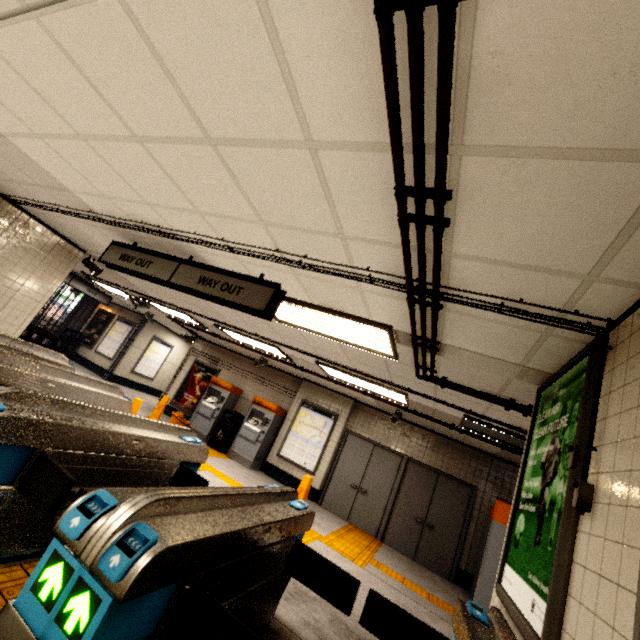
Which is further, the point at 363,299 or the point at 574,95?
the point at 363,299

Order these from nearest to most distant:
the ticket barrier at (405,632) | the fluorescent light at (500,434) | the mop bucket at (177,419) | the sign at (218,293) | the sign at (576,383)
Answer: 1. the sign at (576,383)
2. the ticket barrier at (405,632)
3. the sign at (218,293)
4. the fluorescent light at (500,434)
5. the mop bucket at (177,419)

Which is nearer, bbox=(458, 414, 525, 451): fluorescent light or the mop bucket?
bbox=(458, 414, 525, 451): fluorescent light

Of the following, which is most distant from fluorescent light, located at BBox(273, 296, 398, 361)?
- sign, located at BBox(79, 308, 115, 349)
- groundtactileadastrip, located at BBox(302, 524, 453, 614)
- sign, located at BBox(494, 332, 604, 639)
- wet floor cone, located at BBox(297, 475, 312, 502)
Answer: sign, located at BBox(79, 308, 115, 349)

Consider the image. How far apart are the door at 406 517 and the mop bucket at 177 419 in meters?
5.9

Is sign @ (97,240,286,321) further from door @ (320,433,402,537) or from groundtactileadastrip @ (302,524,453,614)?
door @ (320,433,402,537)

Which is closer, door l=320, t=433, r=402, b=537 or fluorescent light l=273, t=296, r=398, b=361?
fluorescent light l=273, t=296, r=398, b=361

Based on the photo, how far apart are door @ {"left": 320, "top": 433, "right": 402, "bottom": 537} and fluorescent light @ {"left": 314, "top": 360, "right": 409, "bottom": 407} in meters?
2.5 m
